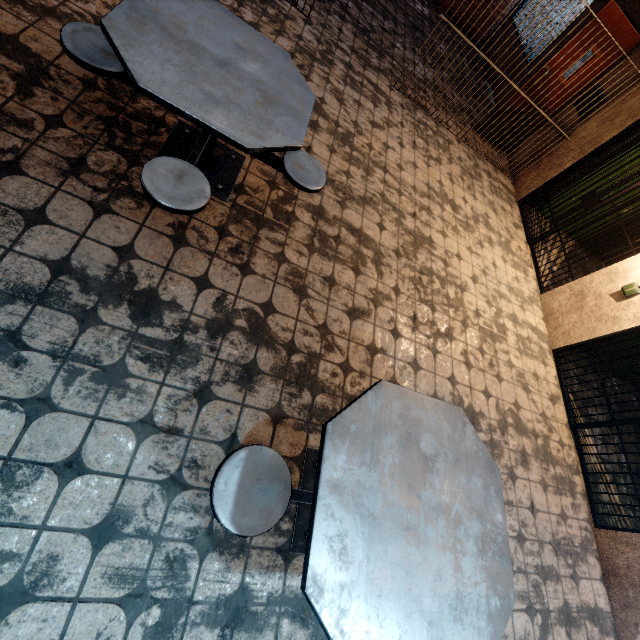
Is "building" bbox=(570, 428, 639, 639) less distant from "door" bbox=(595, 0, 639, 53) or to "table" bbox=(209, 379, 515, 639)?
"door" bbox=(595, 0, 639, 53)

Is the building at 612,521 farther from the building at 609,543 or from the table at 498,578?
the table at 498,578

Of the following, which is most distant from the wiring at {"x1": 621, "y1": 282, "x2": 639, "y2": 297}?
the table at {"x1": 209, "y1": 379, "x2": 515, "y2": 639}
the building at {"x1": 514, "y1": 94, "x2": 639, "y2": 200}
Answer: the table at {"x1": 209, "y1": 379, "x2": 515, "y2": 639}

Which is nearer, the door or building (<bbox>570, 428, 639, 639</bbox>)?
building (<bbox>570, 428, 639, 639</bbox>)

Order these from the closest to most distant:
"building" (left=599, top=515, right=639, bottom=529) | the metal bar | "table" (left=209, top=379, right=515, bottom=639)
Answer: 1. "table" (left=209, top=379, right=515, bottom=639)
2. "building" (left=599, top=515, right=639, bottom=529)
3. the metal bar

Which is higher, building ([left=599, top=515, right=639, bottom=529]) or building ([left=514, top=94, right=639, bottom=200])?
building ([left=514, top=94, right=639, bottom=200])

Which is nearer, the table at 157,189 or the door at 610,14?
the table at 157,189

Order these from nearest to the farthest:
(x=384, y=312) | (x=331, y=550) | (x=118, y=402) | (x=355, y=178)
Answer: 1. (x=331, y=550)
2. (x=118, y=402)
3. (x=384, y=312)
4. (x=355, y=178)
